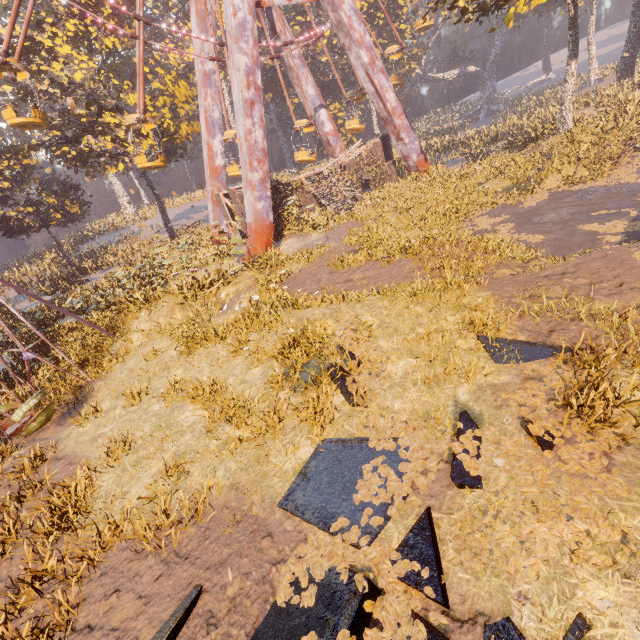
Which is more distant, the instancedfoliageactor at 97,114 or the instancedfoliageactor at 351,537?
the instancedfoliageactor at 97,114

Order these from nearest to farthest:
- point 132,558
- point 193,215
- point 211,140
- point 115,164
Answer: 1. point 132,558
2. point 211,140
3. point 115,164
4. point 193,215

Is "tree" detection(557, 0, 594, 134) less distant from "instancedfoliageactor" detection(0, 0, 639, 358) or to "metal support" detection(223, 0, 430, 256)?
"metal support" detection(223, 0, 430, 256)

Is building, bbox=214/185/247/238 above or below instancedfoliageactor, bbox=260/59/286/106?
below

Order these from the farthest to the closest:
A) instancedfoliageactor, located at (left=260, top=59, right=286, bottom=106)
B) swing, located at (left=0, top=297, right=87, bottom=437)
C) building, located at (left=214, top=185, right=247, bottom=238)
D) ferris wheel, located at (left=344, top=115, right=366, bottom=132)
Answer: instancedfoliageactor, located at (left=260, top=59, right=286, bottom=106), ferris wheel, located at (left=344, top=115, right=366, bottom=132), building, located at (left=214, top=185, right=247, bottom=238), swing, located at (left=0, top=297, right=87, bottom=437)

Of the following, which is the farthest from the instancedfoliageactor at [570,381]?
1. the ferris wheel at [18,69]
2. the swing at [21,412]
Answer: the ferris wheel at [18,69]

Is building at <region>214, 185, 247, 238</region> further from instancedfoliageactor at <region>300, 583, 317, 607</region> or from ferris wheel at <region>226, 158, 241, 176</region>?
instancedfoliageactor at <region>300, 583, 317, 607</region>

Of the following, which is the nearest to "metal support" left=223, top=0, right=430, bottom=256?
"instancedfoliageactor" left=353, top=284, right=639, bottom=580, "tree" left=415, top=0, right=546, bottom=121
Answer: "tree" left=415, top=0, right=546, bottom=121
